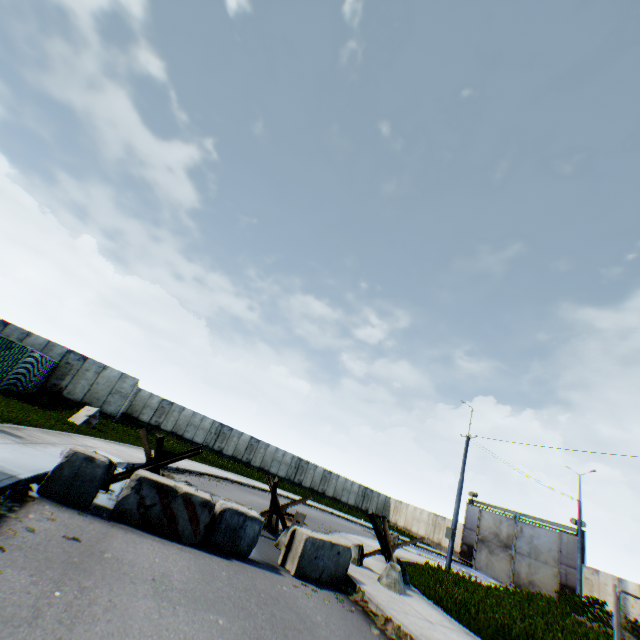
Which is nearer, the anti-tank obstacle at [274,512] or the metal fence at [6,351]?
the anti-tank obstacle at [274,512]

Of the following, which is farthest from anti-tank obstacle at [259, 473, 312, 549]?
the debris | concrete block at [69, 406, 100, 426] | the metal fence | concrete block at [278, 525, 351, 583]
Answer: concrete block at [69, 406, 100, 426]

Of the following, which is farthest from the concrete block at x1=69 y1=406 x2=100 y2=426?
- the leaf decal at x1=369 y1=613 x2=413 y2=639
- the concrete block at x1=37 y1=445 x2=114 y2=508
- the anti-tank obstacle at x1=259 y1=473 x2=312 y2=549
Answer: the leaf decal at x1=369 y1=613 x2=413 y2=639

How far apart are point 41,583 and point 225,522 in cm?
394

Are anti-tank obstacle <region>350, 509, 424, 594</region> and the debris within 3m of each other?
yes

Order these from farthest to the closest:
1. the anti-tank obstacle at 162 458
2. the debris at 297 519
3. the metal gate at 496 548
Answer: the metal gate at 496 548
the debris at 297 519
the anti-tank obstacle at 162 458

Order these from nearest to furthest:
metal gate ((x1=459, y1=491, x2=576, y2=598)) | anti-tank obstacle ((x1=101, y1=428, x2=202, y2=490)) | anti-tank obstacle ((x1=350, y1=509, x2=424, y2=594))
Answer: anti-tank obstacle ((x1=101, y1=428, x2=202, y2=490)), anti-tank obstacle ((x1=350, y1=509, x2=424, y2=594)), metal gate ((x1=459, y1=491, x2=576, y2=598))

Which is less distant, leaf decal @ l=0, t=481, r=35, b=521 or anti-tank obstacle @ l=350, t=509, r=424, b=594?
leaf decal @ l=0, t=481, r=35, b=521
